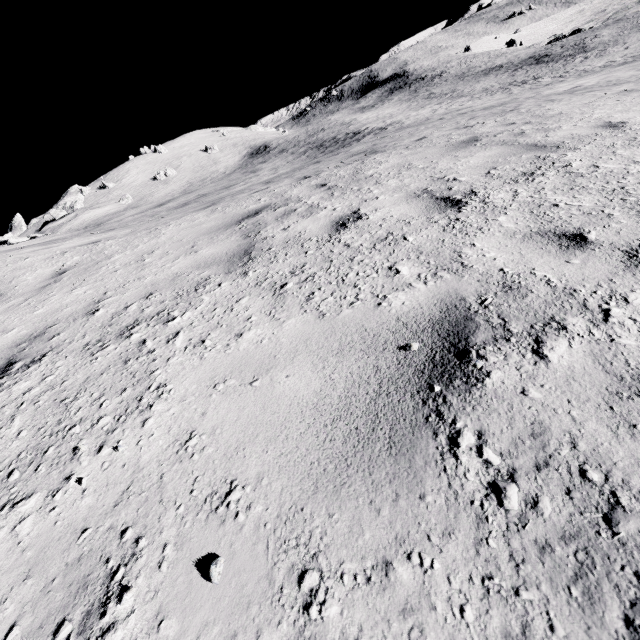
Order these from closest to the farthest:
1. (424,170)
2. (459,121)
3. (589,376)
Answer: (589,376) < (424,170) < (459,121)
